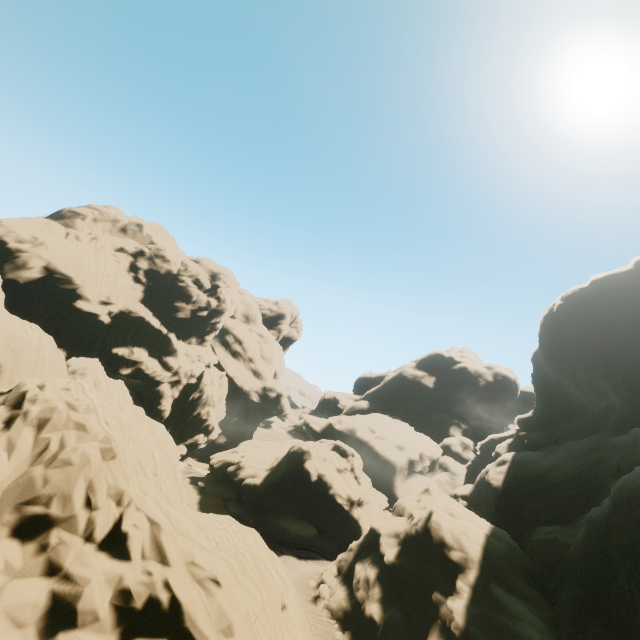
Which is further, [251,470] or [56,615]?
[251,470]
